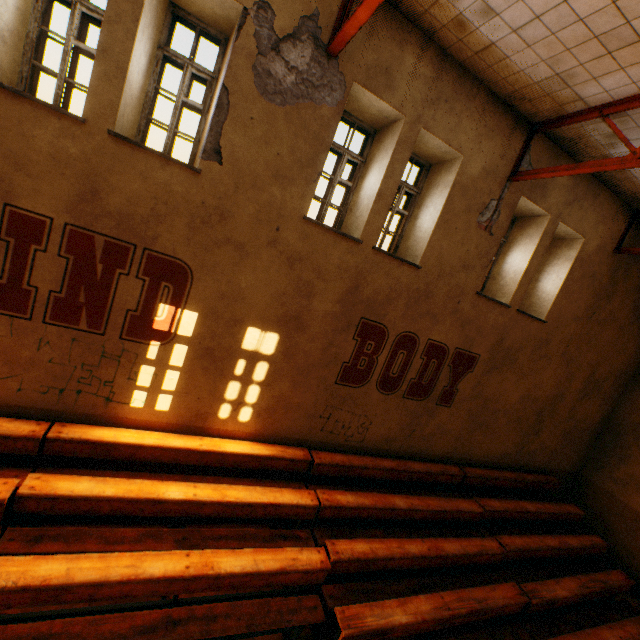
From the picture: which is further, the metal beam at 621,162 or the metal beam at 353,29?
the metal beam at 621,162

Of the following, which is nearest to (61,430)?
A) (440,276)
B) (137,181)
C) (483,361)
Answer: (137,181)

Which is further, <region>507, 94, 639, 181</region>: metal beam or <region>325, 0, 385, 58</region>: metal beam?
<region>507, 94, 639, 181</region>: metal beam
